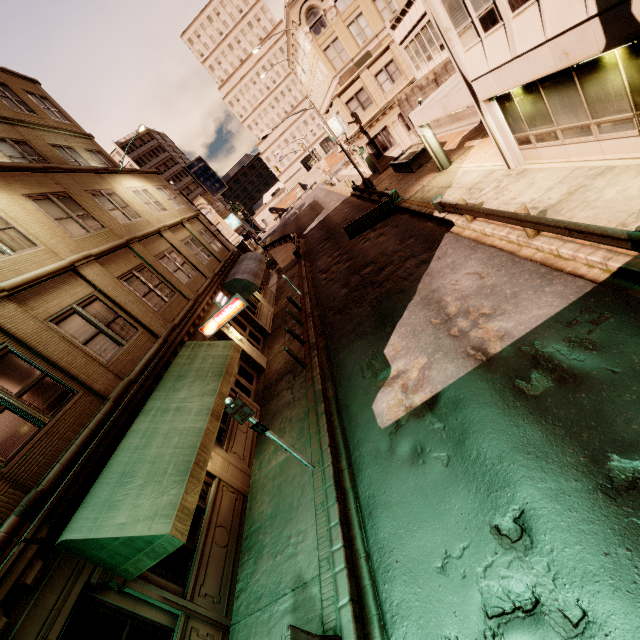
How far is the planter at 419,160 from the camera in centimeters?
2347cm

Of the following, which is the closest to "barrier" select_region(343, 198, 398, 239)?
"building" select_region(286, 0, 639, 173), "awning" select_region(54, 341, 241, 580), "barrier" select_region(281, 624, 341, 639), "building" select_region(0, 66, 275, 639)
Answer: "building" select_region(286, 0, 639, 173)

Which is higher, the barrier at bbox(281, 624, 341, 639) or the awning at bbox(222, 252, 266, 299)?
the awning at bbox(222, 252, 266, 299)

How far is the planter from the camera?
23.47m

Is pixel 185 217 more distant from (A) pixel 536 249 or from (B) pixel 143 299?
(A) pixel 536 249

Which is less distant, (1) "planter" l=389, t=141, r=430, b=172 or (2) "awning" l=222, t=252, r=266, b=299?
(2) "awning" l=222, t=252, r=266, b=299

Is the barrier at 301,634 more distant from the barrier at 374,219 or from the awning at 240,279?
the barrier at 374,219

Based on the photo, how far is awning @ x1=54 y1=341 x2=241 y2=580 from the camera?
5.5 meters
